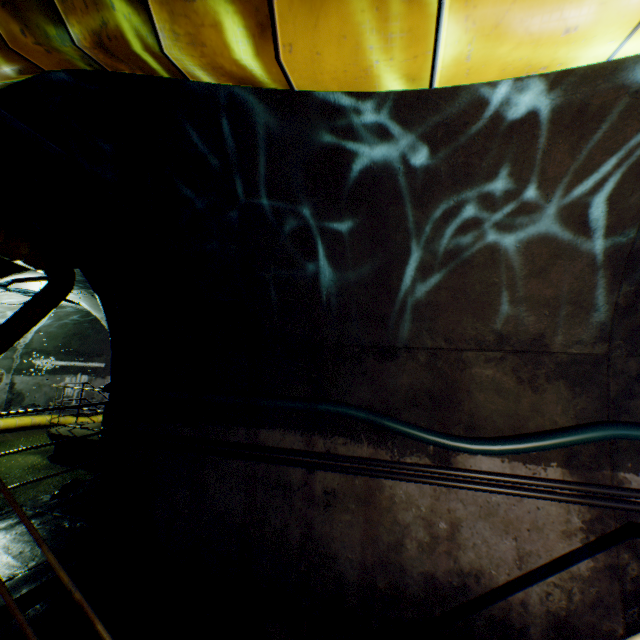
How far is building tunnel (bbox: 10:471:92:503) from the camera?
6.8m

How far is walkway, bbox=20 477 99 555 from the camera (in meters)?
3.49

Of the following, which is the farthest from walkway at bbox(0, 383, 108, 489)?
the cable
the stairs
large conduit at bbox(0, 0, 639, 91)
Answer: the cable

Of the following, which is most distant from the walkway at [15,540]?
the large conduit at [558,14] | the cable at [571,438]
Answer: the cable at [571,438]

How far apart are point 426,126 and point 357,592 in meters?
3.9 m

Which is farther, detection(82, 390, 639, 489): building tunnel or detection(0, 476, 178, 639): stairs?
detection(82, 390, 639, 489): building tunnel

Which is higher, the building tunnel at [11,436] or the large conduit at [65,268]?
the large conduit at [65,268]

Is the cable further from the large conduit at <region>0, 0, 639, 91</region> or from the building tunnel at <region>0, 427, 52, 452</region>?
the large conduit at <region>0, 0, 639, 91</region>
